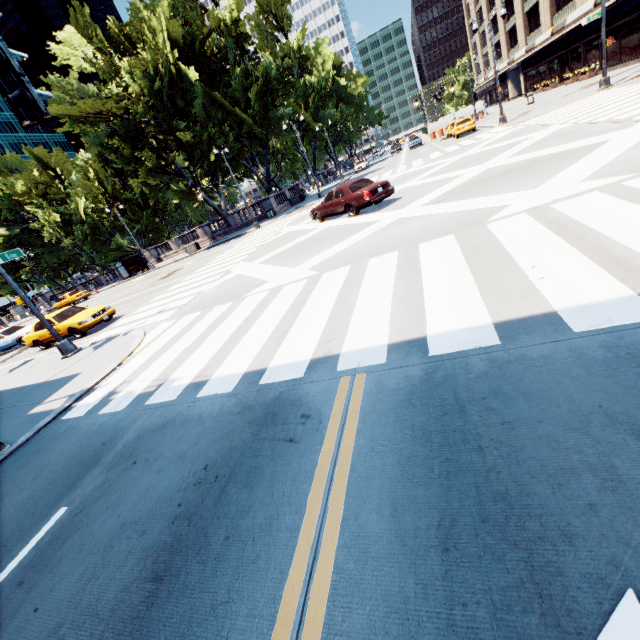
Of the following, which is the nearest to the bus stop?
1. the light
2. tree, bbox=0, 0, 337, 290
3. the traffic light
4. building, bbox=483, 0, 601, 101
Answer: tree, bbox=0, 0, 337, 290

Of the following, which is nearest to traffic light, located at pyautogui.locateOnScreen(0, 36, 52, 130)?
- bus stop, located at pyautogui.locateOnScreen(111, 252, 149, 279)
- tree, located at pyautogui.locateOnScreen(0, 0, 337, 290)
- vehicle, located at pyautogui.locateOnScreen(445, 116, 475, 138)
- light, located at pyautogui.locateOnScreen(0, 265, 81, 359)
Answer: light, located at pyautogui.locateOnScreen(0, 265, 81, 359)

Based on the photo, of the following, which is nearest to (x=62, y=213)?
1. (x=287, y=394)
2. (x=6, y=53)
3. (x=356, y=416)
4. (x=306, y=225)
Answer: (x=306, y=225)

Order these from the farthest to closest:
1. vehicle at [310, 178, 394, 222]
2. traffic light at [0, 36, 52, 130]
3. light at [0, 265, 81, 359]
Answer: vehicle at [310, 178, 394, 222], light at [0, 265, 81, 359], traffic light at [0, 36, 52, 130]

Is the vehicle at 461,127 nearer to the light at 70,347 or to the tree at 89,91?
the tree at 89,91

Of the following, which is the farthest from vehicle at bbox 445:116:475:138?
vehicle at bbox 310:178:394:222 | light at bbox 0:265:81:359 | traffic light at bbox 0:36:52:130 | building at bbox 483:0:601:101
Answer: traffic light at bbox 0:36:52:130

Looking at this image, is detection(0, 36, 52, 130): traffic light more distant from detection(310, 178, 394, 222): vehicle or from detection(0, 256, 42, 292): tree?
detection(0, 256, 42, 292): tree

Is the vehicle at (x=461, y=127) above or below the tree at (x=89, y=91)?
below
